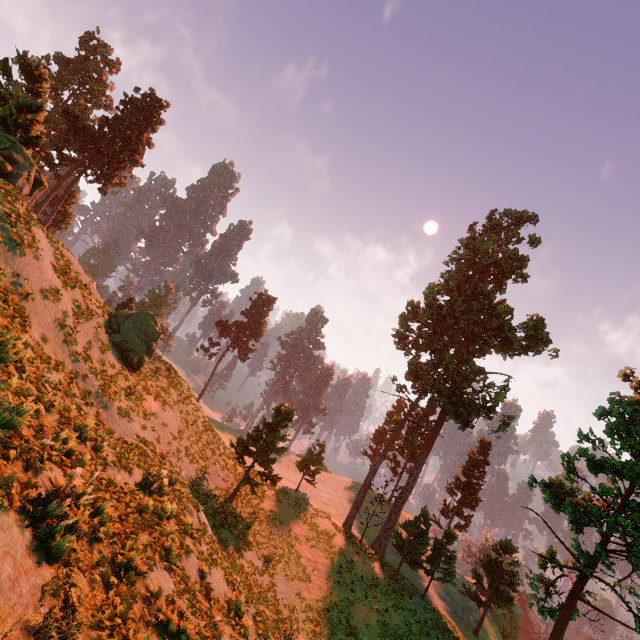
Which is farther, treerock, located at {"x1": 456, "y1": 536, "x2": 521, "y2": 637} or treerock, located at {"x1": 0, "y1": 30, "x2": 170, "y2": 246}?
treerock, located at {"x1": 456, "y1": 536, "x2": 521, "y2": 637}

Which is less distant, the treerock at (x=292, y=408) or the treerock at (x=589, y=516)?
the treerock at (x=589, y=516)

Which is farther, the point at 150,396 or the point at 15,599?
the point at 150,396

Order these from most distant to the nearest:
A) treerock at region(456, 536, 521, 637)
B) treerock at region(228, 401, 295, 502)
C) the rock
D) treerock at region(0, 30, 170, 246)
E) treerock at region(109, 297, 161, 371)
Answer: the rock
treerock at region(456, 536, 521, 637)
treerock at region(228, 401, 295, 502)
treerock at region(109, 297, 161, 371)
treerock at region(0, 30, 170, 246)

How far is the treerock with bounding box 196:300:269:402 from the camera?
55.97m

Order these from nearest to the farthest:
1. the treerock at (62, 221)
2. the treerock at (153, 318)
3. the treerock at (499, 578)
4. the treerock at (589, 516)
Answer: the treerock at (589, 516)
the treerock at (62, 221)
the treerock at (153, 318)
the treerock at (499, 578)
